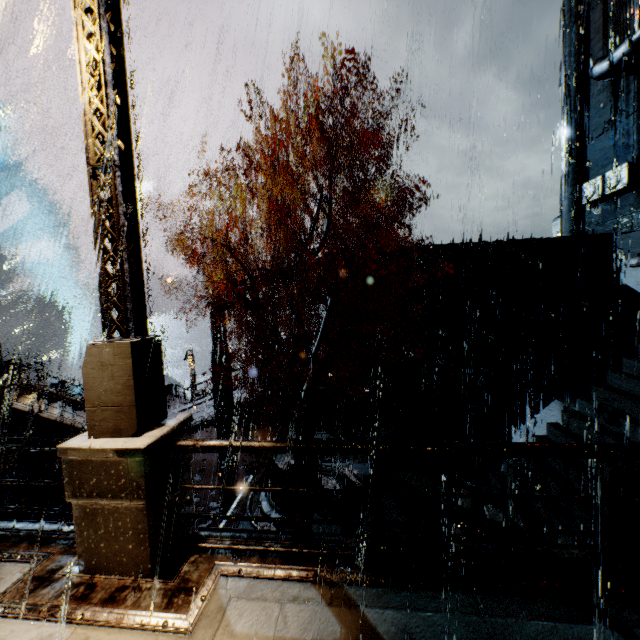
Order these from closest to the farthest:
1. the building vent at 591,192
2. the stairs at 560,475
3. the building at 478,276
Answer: the stairs at 560,475
the building at 478,276
the building vent at 591,192

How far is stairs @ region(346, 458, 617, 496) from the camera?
6.0m

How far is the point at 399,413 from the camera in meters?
16.9 m

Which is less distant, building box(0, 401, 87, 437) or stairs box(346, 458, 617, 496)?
stairs box(346, 458, 617, 496)

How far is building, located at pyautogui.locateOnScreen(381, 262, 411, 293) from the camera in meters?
20.0 m

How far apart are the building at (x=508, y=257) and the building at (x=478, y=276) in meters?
0.5 m

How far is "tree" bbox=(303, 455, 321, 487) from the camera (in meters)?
11.77

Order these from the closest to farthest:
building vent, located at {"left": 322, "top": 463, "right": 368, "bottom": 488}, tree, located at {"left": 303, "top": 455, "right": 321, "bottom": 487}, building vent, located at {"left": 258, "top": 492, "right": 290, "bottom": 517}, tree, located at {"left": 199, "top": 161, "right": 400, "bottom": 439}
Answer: tree, located at {"left": 199, "top": 161, "right": 400, "bottom": 439} → building vent, located at {"left": 258, "top": 492, "right": 290, "bottom": 517} → tree, located at {"left": 303, "top": 455, "right": 321, "bottom": 487} → building vent, located at {"left": 322, "top": 463, "right": 368, "bottom": 488}
